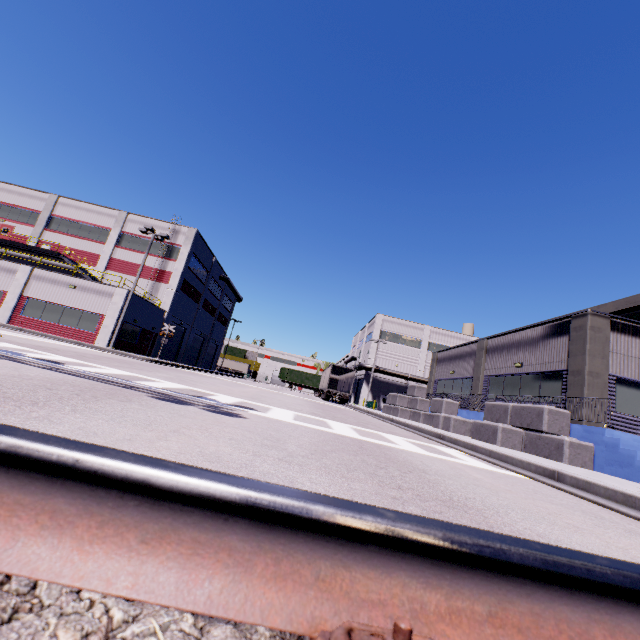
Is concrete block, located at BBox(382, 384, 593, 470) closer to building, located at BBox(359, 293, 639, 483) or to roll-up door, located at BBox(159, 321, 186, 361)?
building, located at BBox(359, 293, 639, 483)

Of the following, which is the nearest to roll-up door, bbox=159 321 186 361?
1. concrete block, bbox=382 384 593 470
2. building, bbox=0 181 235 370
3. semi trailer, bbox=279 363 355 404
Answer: building, bbox=0 181 235 370

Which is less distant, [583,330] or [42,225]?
[583,330]

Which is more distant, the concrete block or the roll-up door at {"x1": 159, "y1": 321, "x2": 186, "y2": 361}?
the roll-up door at {"x1": 159, "y1": 321, "x2": 186, "y2": 361}

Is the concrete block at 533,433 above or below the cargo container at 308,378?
below

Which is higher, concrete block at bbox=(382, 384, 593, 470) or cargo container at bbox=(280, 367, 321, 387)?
cargo container at bbox=(280, 367, 321, 387)

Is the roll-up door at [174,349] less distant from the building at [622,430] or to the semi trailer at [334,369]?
the building at [622,430]

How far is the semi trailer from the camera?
34.6m
